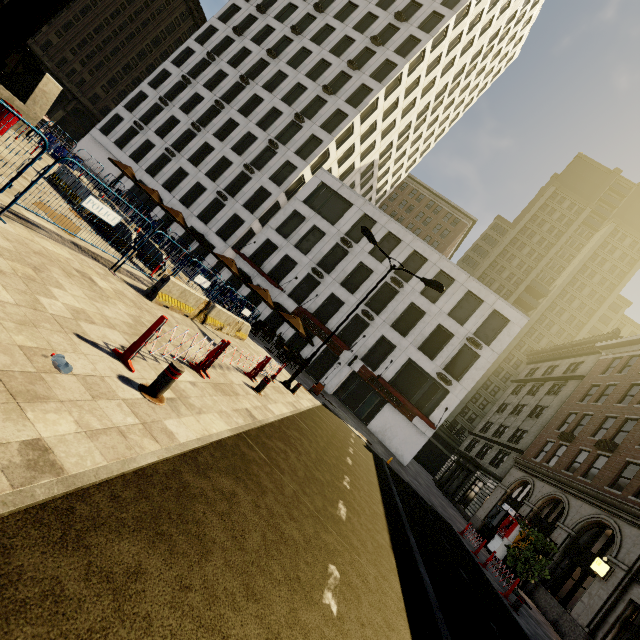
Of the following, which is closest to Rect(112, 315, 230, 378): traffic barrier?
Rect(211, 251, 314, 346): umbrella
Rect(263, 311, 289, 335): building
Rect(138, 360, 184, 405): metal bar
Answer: Rect(138, 360, 184, 405): metal bar

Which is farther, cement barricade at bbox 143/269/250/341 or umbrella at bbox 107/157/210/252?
umbrella at bbox 107/157/210/252

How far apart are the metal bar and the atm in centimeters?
2401cm

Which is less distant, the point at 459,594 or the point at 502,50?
the point at 459,594

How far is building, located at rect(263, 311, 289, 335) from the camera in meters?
29.4 m

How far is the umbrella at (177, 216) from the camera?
23.38m

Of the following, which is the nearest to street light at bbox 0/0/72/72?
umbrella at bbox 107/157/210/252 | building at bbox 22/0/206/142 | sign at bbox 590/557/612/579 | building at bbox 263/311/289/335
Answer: sign at bbox 590/557/612/579

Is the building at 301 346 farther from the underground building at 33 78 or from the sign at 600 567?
the sign at 600 567
